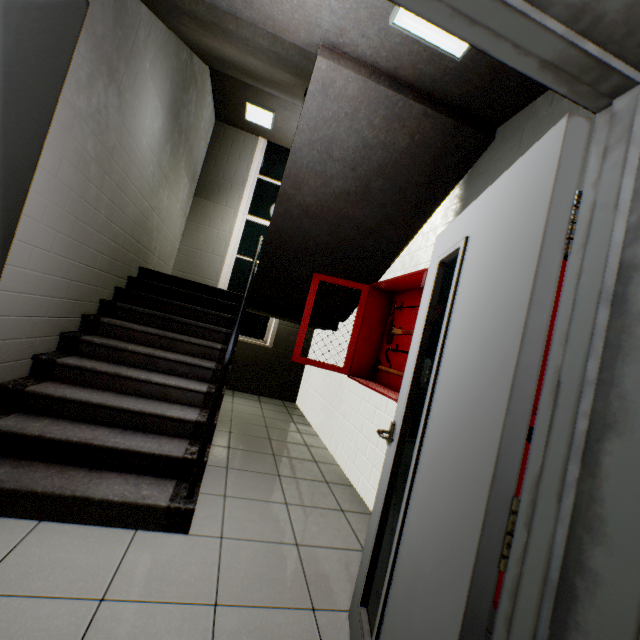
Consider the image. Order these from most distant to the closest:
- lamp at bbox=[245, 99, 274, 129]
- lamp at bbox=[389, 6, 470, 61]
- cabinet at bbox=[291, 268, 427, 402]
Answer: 1. lamp at bbox=[245, 99, 274, 129]
2. cabinet at bbox=[291, 268, 427, 402]
3. lamp at bbox=[389, 6, 470, 61]

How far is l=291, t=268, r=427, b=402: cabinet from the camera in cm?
298

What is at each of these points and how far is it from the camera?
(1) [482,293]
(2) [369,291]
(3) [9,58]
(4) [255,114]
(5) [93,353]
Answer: (1) door, 1.1m
(2) cabinet, 3.5m
(3) door, 0.7m
(4) lamp, 5.8m
(5) stairs, 2.9m

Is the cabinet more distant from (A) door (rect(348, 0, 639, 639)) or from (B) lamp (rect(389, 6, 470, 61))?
(B) lamp (rect(389, 6, 470, 61))

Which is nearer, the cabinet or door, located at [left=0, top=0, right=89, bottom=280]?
door, located at [left=0, top=0, right=89, bottom=280]

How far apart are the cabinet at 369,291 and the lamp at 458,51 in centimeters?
123cm

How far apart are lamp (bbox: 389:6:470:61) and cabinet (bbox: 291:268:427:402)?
1.2 meters

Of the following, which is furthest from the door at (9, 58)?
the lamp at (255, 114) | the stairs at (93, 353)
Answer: the lamp at (255, 114)
